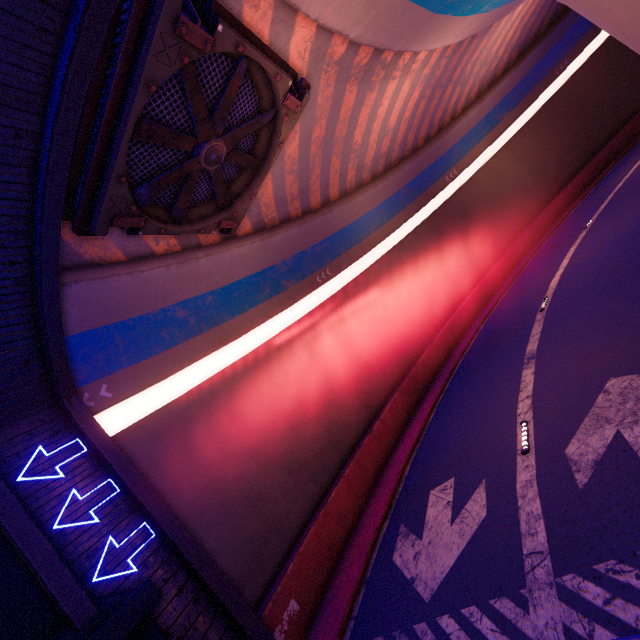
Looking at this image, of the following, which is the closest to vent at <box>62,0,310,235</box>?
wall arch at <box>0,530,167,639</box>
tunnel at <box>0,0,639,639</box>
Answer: tunnel at <box>0,0,639,639</box>

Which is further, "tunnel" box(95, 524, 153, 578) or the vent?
"tunnel" box(95, 524, 153, 578)

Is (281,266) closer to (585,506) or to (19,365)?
(19,365)

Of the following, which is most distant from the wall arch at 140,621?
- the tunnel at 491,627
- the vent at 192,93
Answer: the vent at 192,93

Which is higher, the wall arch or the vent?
the vent

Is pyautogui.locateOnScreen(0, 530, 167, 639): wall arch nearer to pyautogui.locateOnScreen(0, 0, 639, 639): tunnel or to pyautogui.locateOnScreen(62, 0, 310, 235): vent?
pyautogui.locateOnScreen(0, 0, 639, 639): tunnel
